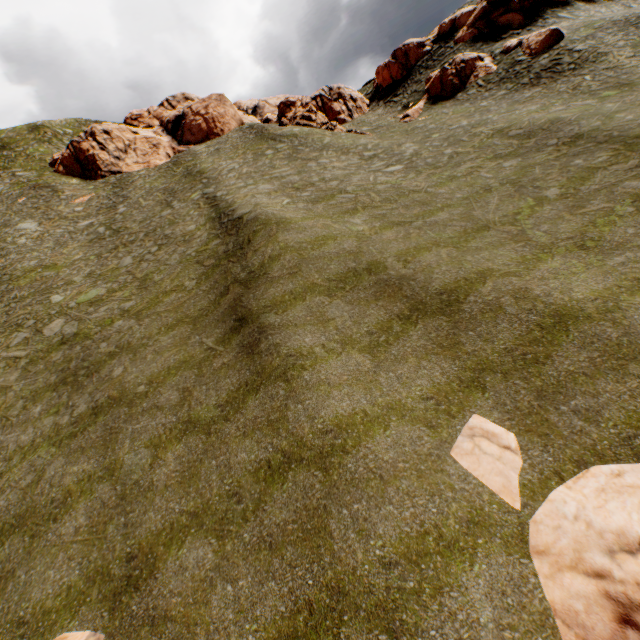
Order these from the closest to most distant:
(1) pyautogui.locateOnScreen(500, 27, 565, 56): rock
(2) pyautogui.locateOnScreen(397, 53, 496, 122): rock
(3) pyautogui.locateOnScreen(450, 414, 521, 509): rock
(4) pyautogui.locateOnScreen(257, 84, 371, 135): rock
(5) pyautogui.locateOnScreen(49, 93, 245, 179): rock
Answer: (3) pyautogui.locateOnScreen(450, 414, 521, 509): rock, (1) pyautogui.locateOnScreen(500, 27, 565, 56): rock, (2) pyautogui.locateOnScreen(397, 53, 496, 122): rock, (4) pyautogui.locateOnScreen(257, 84, 371, 135): rock, (5) pyautogui.locateOnScreen(49, 93, 245, 179): rock

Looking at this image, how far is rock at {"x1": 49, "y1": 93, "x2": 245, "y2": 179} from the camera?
39.62m

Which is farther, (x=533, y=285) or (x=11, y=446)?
(x=11, y=446)

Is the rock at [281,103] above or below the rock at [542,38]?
above

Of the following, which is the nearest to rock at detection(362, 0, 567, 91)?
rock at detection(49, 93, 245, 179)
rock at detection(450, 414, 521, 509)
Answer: rock at detection(49, 93, 245, 179)

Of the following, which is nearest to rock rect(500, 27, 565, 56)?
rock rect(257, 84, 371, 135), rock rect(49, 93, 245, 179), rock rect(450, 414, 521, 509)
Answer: rock rect(257, 84, 371, 135)

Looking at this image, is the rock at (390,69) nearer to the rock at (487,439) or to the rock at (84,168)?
the rock at (84,168)

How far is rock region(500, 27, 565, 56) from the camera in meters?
28.4
